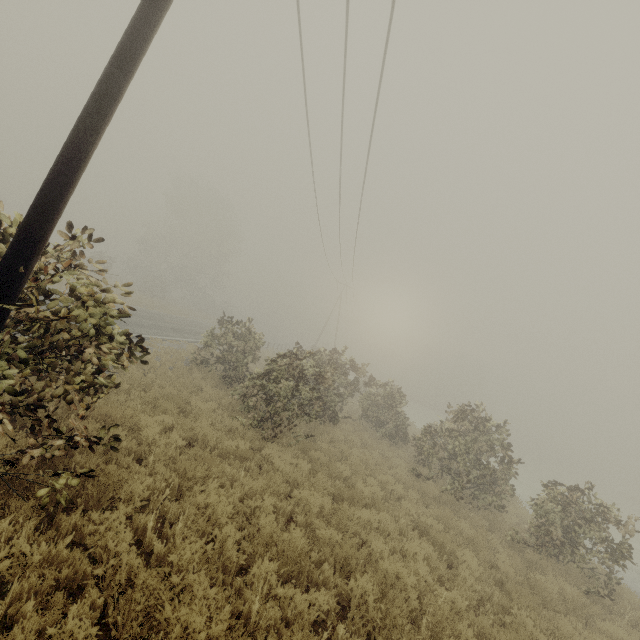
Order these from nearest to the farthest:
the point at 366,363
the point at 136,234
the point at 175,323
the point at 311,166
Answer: Answer:
1. the point at 311,166
2. the point at 366,363
3. the point at 175,323
4. the point at 136,234
